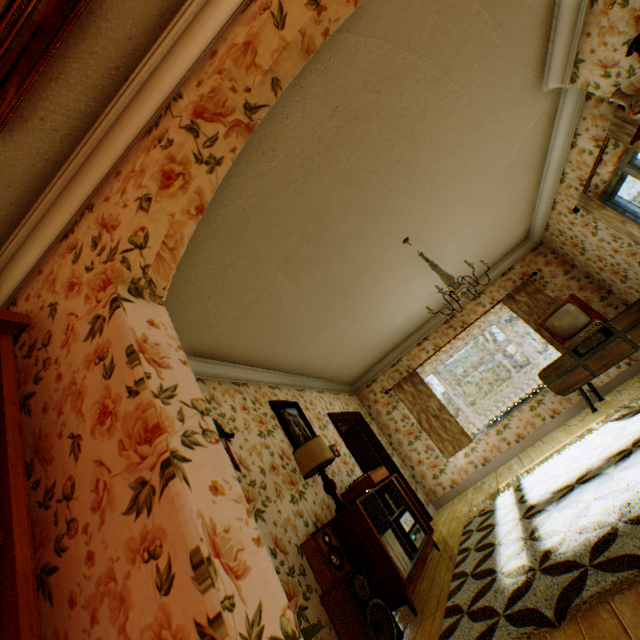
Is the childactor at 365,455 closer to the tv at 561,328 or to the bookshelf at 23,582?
the tv at 561,328

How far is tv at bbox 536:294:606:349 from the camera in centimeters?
526cm

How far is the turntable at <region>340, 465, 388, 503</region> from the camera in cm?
398

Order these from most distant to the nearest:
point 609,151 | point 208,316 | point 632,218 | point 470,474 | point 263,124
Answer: point 470,474 → point 632,218 → point 609,151 → point 208,316 → point 263,124

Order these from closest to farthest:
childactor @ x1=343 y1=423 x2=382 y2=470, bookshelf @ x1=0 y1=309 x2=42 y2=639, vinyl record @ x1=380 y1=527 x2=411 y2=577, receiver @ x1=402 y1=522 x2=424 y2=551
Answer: bookshelf @ x1=0 y1=309 x2=42 y2=639
vinyl record @ x1=380 y1=527 x2=411 y2=577
receiver @ x1=402 y1=522 x2=424 y2=551
childactor @ x1=343 y1=423 x2=382 y2=470

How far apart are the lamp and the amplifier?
0.74m

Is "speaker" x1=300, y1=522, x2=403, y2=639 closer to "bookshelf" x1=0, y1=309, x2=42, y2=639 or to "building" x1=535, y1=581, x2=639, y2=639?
"building" x1=535, y1=581, x2=639, y2=639

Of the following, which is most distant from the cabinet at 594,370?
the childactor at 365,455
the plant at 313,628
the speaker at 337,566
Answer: the plant at 313,628
